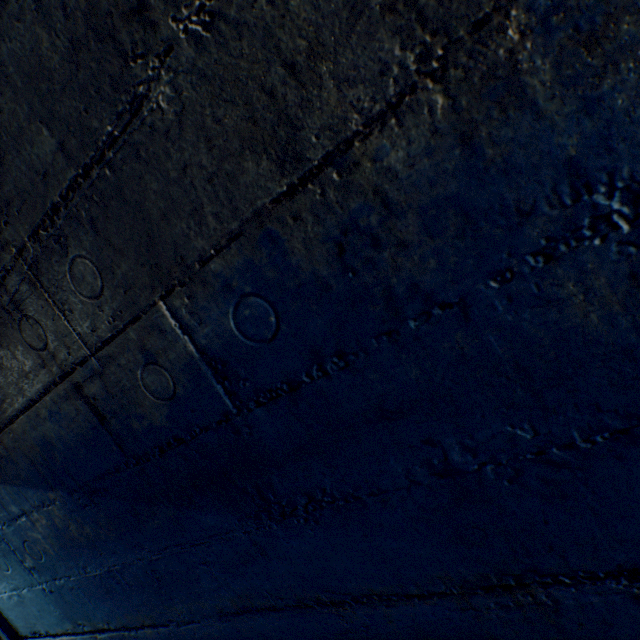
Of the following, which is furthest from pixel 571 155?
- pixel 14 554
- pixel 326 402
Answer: pixel 14 554
